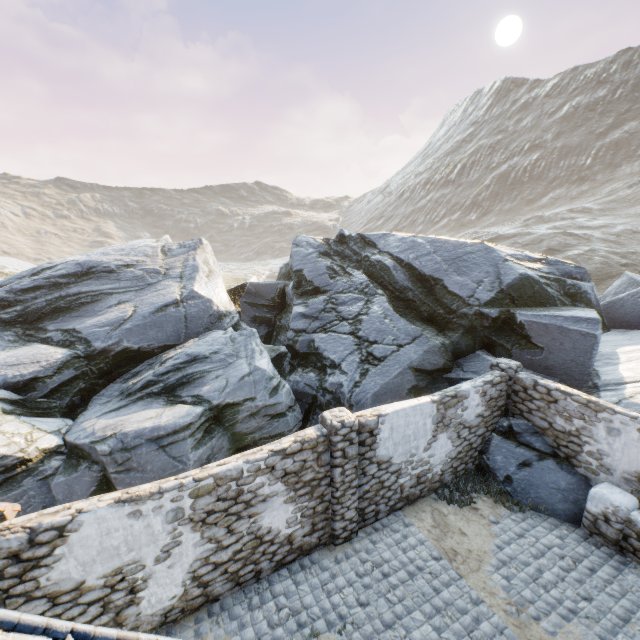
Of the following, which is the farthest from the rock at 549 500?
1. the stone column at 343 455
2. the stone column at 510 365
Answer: the stone column at 343 455

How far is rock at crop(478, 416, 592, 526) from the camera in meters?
8.3 m

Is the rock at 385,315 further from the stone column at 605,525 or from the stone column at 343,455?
the stone column at 343,455

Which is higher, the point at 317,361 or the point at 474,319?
the point at 474,319

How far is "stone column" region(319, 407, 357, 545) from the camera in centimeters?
697cm

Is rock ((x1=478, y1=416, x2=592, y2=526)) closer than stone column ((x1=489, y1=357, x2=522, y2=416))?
Yes

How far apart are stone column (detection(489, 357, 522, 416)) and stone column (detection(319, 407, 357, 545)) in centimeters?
535cm

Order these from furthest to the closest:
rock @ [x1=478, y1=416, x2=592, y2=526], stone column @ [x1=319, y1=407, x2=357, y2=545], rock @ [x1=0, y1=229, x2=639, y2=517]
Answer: rock @ [x1=0, y1=229, x2=639, y2=517] → rock @ [x1=478, y1=416, x2=592, y2=526] → stone column @ [x1=319, y1=407, x2=357, y2=545]
